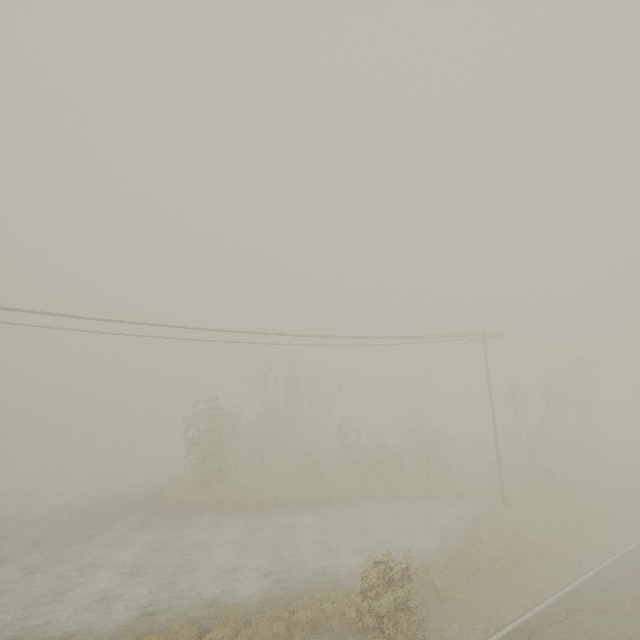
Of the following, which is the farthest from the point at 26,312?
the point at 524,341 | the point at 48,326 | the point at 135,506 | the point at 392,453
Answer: the point at 524,341
